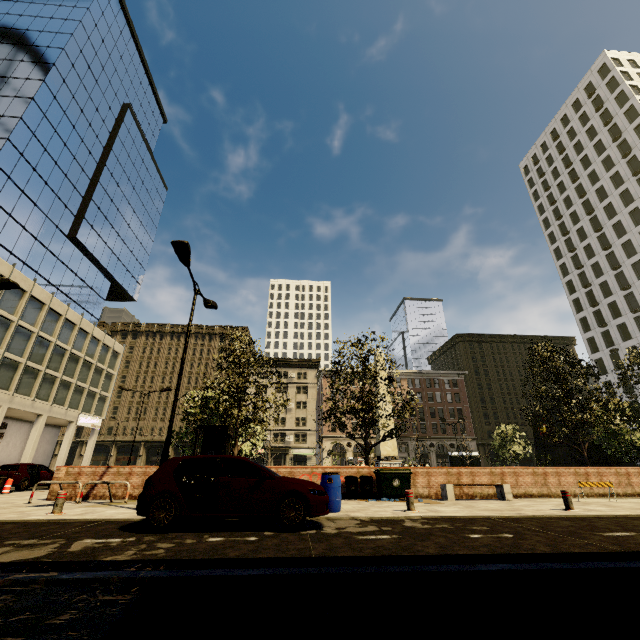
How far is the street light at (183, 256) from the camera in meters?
10.1 m

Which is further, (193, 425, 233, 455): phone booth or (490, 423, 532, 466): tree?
(490, 423, 532, 466): tree

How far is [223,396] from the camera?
16.05m

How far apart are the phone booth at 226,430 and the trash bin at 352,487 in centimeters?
480cm

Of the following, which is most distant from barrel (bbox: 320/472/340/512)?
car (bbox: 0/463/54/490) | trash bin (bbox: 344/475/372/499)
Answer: car (bbox: 0/463/54/490)

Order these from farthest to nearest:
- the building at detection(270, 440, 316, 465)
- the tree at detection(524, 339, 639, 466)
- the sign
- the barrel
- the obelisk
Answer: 1. the building at detection(270, 440, 316, 465)
2. the sign
3. the obelisk
4. the tree at detection(524, 339, 639, 466)
5. the barrel

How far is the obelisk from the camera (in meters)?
26.56

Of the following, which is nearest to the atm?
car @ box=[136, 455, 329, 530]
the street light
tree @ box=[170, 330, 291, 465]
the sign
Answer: tree @ box=[170, 330, 291, 465]
